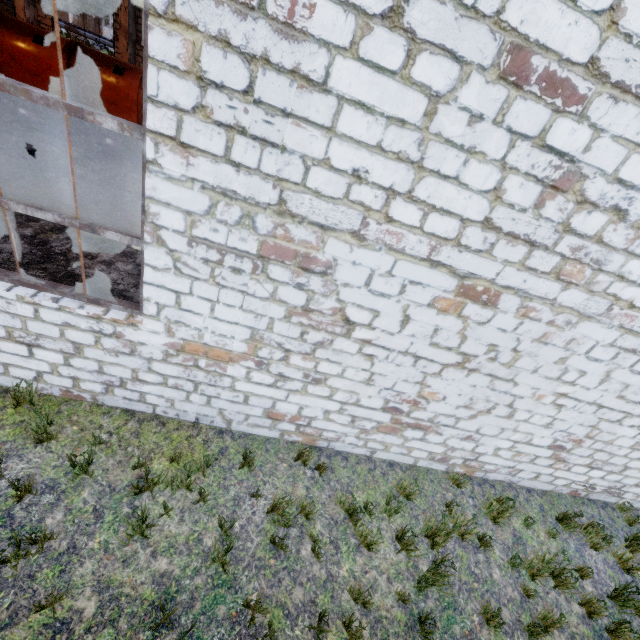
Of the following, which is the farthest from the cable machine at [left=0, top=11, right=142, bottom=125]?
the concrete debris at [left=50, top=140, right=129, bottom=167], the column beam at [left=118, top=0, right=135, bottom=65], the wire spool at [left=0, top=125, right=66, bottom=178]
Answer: the wire spool at [left=0, top=125, right=66, bottom=178]

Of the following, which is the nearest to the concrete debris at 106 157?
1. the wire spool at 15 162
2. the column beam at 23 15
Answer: the wire spool at 15 162

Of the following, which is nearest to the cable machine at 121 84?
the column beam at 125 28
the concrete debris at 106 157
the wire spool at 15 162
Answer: the column beam at 125 28

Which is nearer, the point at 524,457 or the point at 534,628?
the point at 534,628

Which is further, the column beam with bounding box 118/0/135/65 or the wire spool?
the column beam with bounding box 118/0/135/65

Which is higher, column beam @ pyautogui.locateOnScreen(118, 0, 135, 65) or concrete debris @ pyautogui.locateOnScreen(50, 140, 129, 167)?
column beam @ pyautogui.locateOnScreen(118, 0, 135, 65)

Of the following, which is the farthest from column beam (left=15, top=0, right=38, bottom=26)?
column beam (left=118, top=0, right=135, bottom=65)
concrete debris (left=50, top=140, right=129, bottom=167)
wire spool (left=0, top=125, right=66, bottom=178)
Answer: wire spool (left=0, top=125, right=66, bottom=178)

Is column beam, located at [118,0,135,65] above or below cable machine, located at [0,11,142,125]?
above
